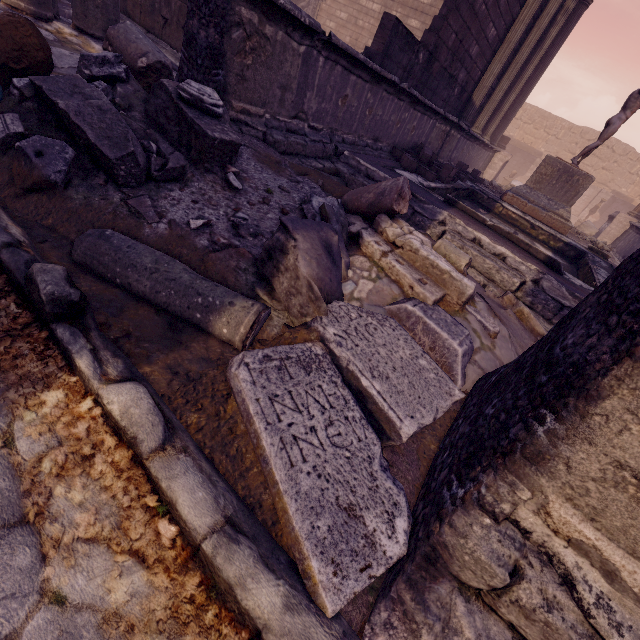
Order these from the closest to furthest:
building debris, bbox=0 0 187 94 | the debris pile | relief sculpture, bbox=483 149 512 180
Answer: the debris pile
building debris, bbox=0 0 187 94
relief sculpture, bbox=483 149 512 180

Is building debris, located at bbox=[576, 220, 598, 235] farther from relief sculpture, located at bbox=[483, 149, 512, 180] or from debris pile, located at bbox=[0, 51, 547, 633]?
debris pile, located at bbox=[0, 51, 547, 633]

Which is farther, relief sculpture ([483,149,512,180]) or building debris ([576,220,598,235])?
relief sculpture ([483,149,512,180])

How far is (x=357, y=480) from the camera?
1.3 meters

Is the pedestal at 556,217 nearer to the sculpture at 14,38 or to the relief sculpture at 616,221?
the relief sculpture at 616,221

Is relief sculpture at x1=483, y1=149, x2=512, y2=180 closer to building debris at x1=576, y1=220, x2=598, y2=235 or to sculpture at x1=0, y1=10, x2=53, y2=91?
building debris at x1=576, y1=220, x2=598, y2=235

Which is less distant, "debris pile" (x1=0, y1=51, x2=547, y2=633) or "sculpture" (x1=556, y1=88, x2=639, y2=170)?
"debris pile" (x1=0, y1=51, x2=547, y2=633)

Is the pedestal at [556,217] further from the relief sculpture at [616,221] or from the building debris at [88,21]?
the building debris at [88,21]
